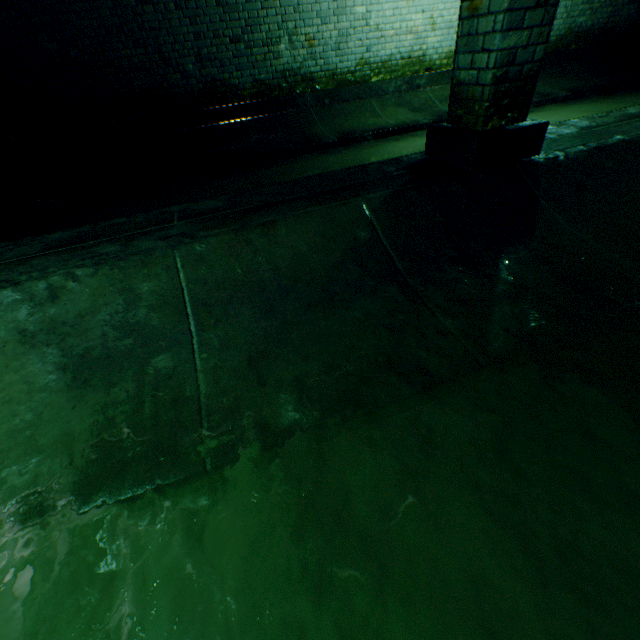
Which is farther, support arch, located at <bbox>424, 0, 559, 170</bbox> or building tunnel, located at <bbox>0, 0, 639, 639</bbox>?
support arch, located at <bbox>424, 0, 559, 170</bbox>

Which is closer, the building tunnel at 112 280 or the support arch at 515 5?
the building tunnel at 112 280

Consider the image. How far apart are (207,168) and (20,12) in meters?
3.1 m
